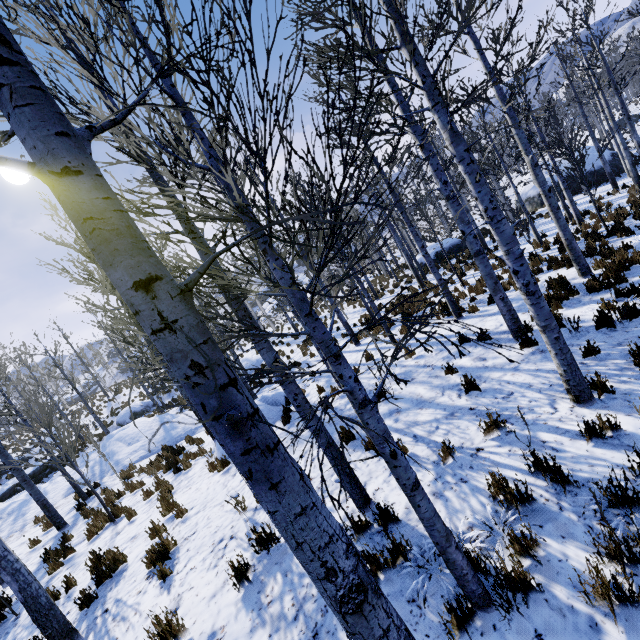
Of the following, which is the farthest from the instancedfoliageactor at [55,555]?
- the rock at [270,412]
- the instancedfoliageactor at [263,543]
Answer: the instancedfoliageactor at [263,543]

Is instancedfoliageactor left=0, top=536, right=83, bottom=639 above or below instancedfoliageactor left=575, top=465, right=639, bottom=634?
above

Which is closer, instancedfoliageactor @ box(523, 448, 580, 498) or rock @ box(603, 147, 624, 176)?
instancedfoliageactor @ box(523, 448, 580, 498)

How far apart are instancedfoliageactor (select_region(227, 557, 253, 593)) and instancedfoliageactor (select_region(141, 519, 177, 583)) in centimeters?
198cm

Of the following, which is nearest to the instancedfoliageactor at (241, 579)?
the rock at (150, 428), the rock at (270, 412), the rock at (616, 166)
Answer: the rock at (270, 412)

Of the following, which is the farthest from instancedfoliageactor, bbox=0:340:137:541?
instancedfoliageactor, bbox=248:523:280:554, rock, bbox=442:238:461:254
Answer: rock, bbox=442:238:461:254

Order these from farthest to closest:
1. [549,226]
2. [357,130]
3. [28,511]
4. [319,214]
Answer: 1. [549,226]
2. [28,511]
3. [319,214]
4. [357,130]

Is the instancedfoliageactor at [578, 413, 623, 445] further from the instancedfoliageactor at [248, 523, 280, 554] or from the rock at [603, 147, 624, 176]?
the rock at [603, 147, 624, 176]
